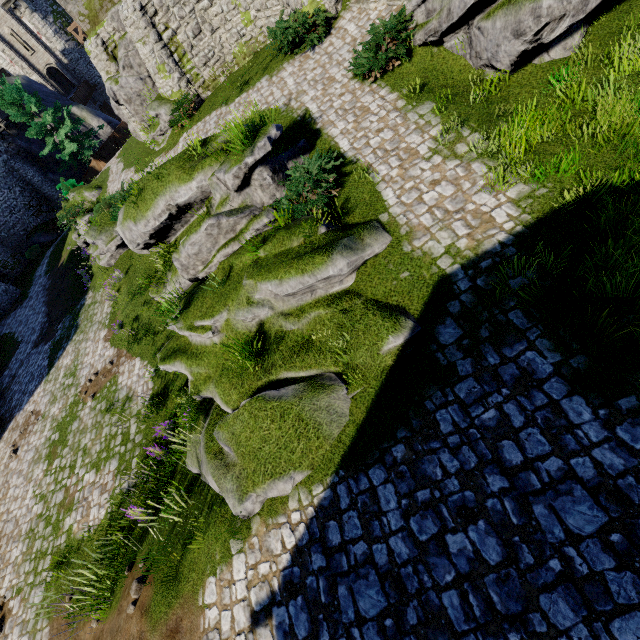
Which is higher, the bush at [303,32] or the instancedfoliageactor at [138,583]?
the bush at [303,32]

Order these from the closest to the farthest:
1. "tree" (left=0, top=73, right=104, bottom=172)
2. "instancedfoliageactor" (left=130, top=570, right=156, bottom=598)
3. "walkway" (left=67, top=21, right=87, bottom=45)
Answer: "instancedfoliageactor" (left=130, top=570, right=156, bottom=598) < "tree" (left=0, top=73, right=104, bottom=172) < "walkway" (left=67, top=21, right=87, bottom=45)

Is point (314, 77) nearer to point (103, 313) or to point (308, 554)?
point (308, 554)

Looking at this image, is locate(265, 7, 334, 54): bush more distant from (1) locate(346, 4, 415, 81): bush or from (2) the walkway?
(2) the walkway

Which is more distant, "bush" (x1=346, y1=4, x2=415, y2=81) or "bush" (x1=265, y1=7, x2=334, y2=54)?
"bush" (x1=265, y1=7, x2=334, y2=54)

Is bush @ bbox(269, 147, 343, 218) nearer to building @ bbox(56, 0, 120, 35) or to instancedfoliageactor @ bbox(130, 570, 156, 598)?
instancedfoliageactor @ bbox(130, 570, 156, 598)

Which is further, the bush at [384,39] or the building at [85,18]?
the building at [85,18]

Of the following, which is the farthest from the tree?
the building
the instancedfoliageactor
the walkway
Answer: the instancedfoliageactor
